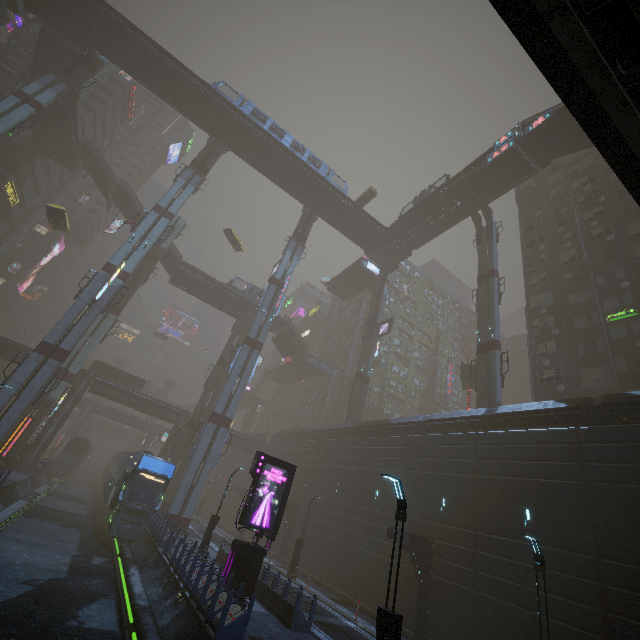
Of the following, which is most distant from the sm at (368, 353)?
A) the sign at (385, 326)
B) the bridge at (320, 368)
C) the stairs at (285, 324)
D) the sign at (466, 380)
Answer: the bridge at (320, 368)

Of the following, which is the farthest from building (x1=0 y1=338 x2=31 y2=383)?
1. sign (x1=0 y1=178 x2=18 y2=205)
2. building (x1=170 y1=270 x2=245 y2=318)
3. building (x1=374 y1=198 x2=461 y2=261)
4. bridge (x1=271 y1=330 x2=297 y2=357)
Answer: building (x1=170 y1=270 x2=245 y2=318)

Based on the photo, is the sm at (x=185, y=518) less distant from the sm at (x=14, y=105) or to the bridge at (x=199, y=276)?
the bridge at (x=199, y=276)

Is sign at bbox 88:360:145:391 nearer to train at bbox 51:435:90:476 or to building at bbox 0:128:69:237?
building at bbox 0:128:69:237

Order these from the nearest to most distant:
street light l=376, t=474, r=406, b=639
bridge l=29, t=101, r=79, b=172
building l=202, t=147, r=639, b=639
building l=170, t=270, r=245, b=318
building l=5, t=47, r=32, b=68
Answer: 1. street light l=376, t=474, r=406, b=639
2. building l=202, t=147, r=639, b=639
3. bridge l=29, t=101, r=79, b=172
4. building l=5, t=47, r=32, b=68
5. building l=170, t=270, r=245, b=318

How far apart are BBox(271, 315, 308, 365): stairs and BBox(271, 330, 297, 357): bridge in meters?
0.0

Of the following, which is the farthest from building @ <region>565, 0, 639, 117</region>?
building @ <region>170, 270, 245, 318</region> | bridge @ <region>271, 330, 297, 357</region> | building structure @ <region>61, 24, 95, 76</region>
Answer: building @ <region>170, 270, 245, 318</region>

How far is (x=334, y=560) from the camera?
27.3 meters
